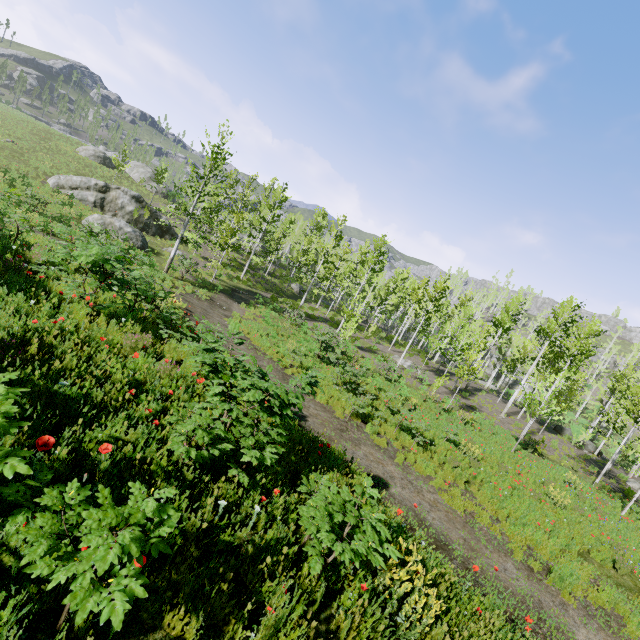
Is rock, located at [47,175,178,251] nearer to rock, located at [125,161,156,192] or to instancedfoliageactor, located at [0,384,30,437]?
rock, located at [125,161,156,192]

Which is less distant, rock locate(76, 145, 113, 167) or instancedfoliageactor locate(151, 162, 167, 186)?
instancedfoliageactor locate(151, 162, 167, 186)

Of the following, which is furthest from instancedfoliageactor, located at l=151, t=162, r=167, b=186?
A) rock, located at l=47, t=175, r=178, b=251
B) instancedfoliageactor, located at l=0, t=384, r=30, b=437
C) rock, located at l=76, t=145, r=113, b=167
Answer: instancedfoliageactor, located at l=0, t=384, r=30, b=437

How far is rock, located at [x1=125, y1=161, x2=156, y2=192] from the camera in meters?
45.0 m

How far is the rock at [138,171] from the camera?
45.0 meters

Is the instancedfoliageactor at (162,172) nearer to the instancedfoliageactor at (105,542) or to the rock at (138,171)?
the rock at (138,171)

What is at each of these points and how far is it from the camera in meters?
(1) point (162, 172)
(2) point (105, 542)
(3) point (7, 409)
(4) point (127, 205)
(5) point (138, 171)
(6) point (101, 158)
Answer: (1) instancedfoliageactor, 37.5
(2) instancedfoliageactor, 1.9
(3) instancedfoliageactor, 2.5
(4) rock, 28.3
(5) rock, 45.6
(6) rock, 41.5

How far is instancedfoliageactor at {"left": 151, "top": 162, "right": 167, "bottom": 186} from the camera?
36.6m
